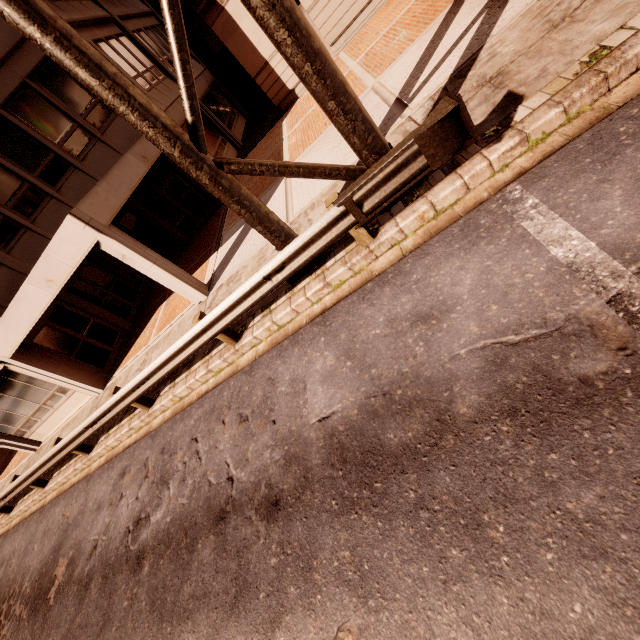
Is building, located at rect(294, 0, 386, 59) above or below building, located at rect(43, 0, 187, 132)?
below

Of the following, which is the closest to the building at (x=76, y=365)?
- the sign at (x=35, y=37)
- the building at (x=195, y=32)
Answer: the building at (x=195, y=32)

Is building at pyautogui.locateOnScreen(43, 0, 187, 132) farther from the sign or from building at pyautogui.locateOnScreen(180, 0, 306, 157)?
the sign

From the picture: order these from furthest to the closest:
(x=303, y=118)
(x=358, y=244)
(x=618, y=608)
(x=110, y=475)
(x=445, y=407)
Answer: (x=303, y=118) → (x=110, y=475) → (x=358, y=244) → (x=445, y=407) → (x=618, y=608)

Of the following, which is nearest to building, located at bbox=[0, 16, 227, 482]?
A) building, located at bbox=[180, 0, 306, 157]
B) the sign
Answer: building, located at bbox=[180, 0, 306, 157]

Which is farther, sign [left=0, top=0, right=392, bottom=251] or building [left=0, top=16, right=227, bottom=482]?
building [left=0, top=16, right=227, bottom=482]

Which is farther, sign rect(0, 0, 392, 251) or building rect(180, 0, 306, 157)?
building rect(180, 0, 306, 157)

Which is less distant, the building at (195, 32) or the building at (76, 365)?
the building at (76, 365)
